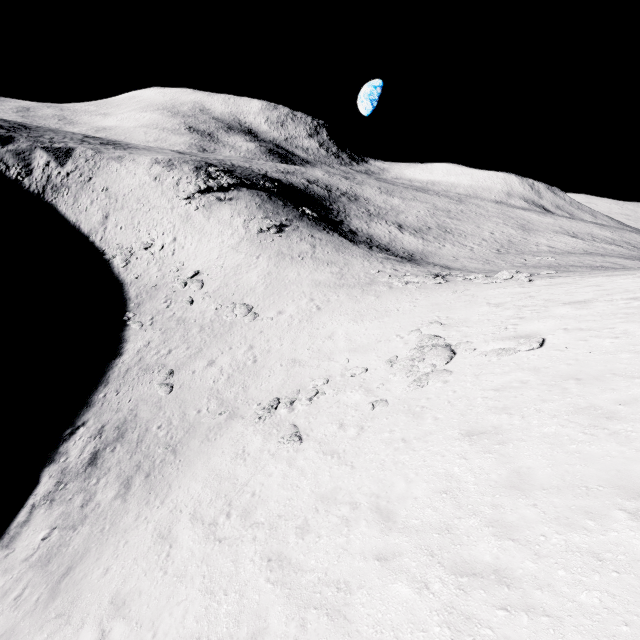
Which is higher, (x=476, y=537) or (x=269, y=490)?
(x=476, y=537)

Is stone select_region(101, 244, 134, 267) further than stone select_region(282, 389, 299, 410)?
Yes

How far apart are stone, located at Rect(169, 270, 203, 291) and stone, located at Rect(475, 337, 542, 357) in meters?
31.1

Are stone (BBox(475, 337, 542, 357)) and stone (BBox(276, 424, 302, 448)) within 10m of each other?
yes

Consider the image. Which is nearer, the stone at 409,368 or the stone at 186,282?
the stone at 409,368

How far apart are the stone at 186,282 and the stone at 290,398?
22.19m

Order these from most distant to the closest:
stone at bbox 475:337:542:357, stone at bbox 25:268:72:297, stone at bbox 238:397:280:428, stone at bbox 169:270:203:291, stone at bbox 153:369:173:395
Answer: stone at bbox 169:270:203:291 < stone at bbox 25:268:72:297 < stone at bbox 153:369:173:395 < stone at bbox 238:397:280:428 < stone at bbox 475:337:542:357

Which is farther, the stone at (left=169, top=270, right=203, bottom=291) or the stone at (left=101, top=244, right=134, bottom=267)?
the stone at (left=101, top=244, right=134, bottom=267)
